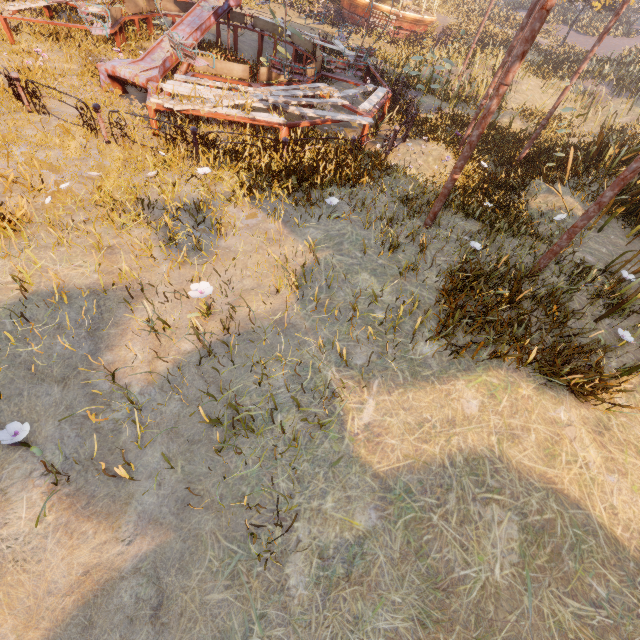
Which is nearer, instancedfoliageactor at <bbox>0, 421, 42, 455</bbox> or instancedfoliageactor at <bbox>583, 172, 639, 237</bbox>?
instancedfoliageactor at <bbox>0, 421, 42, 455</bbox>

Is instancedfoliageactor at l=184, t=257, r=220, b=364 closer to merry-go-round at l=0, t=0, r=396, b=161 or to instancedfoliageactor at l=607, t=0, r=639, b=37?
merry-go-round at l=0, t=0, r=396, b=161

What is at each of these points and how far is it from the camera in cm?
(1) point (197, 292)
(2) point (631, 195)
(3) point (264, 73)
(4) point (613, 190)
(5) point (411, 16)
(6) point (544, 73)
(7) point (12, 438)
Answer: (1) instancedfoliageactor, 431
(2) instancedfoliageactor, 869
(3) merry-go-round, 945
(4) metal pole, 454
(5) carousel, 2255
(6) instancedfoliageactor, 2202
(7) instancedfoliageactor, 299

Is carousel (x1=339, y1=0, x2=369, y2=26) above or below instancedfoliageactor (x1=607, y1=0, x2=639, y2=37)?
below

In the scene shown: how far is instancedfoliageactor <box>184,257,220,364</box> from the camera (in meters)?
4.14

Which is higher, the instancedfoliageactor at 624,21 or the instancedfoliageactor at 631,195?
the instancedfoliageactor at 624,21

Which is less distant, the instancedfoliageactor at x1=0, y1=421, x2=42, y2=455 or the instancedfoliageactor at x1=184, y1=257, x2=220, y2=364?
the instancedfoliageactor at x1=0, y1=421, x2=42, y2=455

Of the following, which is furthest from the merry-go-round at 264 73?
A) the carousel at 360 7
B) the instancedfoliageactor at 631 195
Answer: the carousel at 360 7
